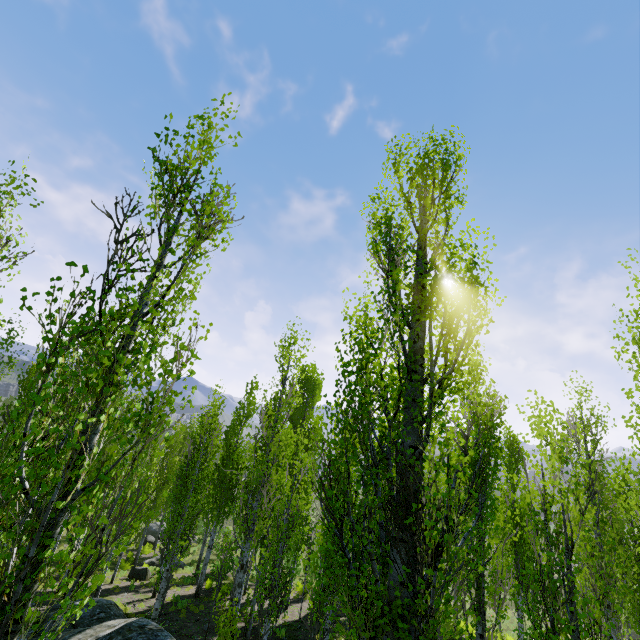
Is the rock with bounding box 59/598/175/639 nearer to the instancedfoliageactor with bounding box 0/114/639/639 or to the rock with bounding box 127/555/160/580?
the instancedfoliageactor with bounding box 0/114/639/639

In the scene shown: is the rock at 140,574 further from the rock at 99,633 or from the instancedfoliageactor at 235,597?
the rock at 99,633

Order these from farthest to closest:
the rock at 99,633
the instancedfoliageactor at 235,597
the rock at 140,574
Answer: the rock at 140,574, the rock at 99,633, the instancedfoliageactor at 235,597

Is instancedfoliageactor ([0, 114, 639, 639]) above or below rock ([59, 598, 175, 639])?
above

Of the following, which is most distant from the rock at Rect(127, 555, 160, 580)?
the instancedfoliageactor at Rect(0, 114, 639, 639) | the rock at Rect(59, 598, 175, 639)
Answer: the rock at Rect(59, 598, 175, 639)

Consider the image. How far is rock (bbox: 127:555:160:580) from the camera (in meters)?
21.50

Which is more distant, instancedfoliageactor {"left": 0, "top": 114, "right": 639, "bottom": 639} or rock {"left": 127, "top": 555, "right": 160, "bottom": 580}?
rock {"left": 127, "top": 555, "right": 160, "bottom": 580}

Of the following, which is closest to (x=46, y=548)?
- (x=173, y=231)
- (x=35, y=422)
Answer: (x=35, y=422)
